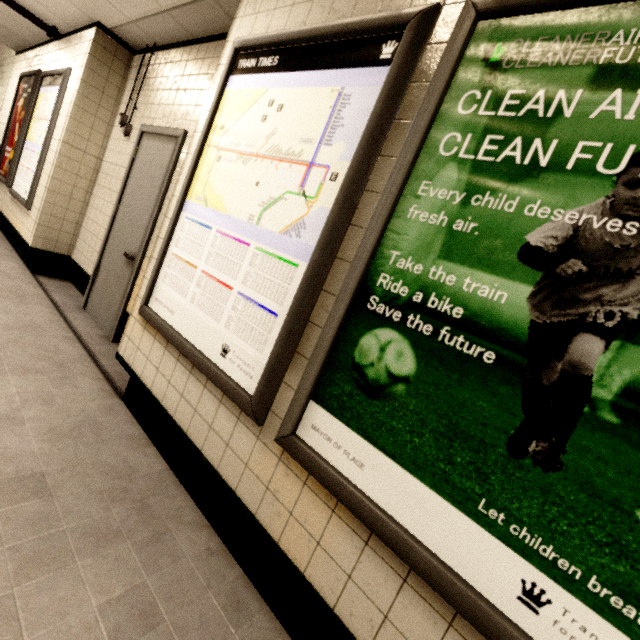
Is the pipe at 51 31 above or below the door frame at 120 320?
above

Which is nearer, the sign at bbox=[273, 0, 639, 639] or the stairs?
the sign at bbox=[273, 0, 639, 639]

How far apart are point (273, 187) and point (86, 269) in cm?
342

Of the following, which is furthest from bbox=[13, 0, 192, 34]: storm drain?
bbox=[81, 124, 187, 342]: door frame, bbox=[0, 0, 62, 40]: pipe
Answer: bbox=[81, 124, 187, 342]: door frame

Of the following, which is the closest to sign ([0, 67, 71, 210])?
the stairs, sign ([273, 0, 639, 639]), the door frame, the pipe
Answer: the pipe

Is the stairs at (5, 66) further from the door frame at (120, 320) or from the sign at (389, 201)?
the sign at (389, 201)

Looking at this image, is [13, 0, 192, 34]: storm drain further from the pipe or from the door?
the door

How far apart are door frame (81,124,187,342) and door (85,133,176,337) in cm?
0
